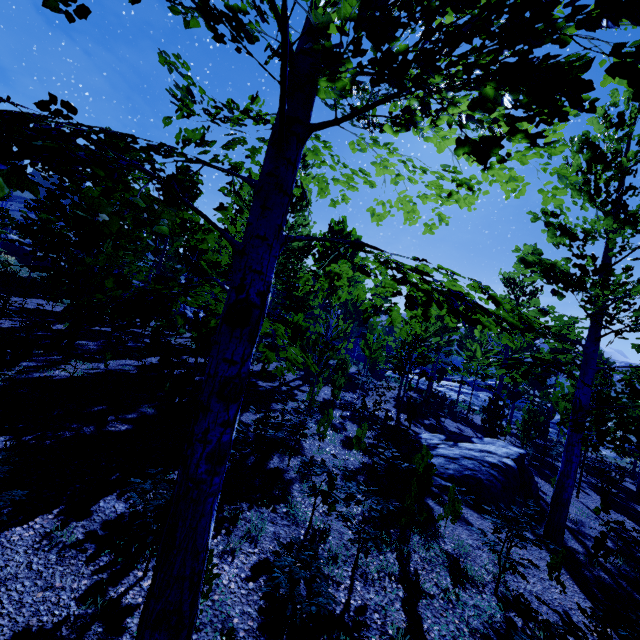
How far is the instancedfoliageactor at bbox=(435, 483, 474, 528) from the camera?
6.17m

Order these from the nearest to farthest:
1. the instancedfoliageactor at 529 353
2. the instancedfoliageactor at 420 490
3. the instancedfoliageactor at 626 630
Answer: the instancedfoliageactor at 529 353
the instancedfoliageactor at 626 630
the instancedfoliageactor at 420 490

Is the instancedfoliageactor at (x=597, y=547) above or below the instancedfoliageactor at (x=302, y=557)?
below

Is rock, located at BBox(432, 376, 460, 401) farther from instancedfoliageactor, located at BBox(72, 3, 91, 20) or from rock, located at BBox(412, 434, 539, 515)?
rock, located at BBox(412, 434, 539, 515)

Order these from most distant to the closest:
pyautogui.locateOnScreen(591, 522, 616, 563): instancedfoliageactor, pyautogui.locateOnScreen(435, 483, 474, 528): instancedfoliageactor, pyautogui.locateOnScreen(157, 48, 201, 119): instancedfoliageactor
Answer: pyautogui.locateOnScreen(591, 522, 616, 563): instancedfoliageactor
pyautogui.locateOnScreen(435, 483, 474, 528): instancedfoliageactor
pyautogui.locateOnScreen(157, 48, 201, 119): instancedfoliageactor

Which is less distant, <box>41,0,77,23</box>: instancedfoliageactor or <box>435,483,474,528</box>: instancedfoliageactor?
<box>41,0,77,23</box>: instancedfoliageactor

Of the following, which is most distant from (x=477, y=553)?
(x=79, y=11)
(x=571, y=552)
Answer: (x=79, y=11)

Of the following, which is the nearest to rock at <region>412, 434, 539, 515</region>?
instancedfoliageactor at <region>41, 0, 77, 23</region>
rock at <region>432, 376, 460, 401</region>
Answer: instancedfoliageactor at <region>41, 0, 77, 23</region>
